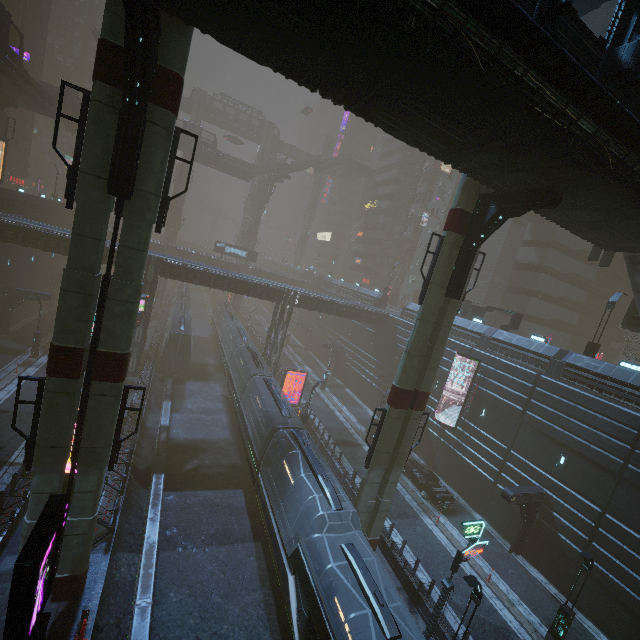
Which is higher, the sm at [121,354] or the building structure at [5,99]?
the building structure at [5,99]

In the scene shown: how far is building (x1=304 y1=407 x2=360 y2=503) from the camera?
22.7m

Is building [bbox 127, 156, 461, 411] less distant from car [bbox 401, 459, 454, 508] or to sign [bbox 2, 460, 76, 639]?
car [bbox 401, 459, 454, 508]

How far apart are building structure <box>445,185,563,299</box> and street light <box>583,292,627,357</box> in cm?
1463

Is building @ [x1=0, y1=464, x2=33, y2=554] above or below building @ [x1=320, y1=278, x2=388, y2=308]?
below

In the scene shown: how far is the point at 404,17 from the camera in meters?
6.6 m

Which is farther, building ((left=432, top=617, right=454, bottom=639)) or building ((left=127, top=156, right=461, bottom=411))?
building ((left=127, top=156, right=461, bottom=411))

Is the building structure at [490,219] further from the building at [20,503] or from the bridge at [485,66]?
the building at [20,503]
